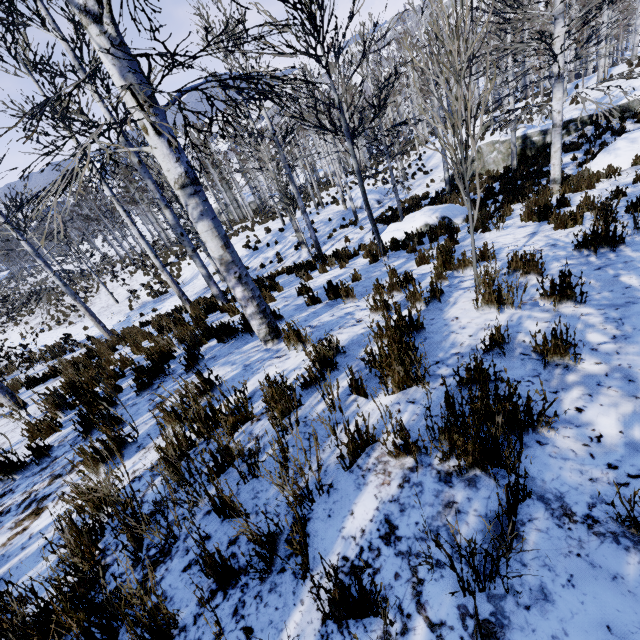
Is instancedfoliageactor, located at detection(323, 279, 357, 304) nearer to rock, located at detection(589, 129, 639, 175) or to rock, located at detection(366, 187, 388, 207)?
rock, located at detection(589, 129, 639, 175)

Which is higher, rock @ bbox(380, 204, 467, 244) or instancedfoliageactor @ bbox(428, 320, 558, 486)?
instancedfoliageactor @ bbox(428, 320, 558, 486)

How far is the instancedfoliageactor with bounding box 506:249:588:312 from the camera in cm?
289

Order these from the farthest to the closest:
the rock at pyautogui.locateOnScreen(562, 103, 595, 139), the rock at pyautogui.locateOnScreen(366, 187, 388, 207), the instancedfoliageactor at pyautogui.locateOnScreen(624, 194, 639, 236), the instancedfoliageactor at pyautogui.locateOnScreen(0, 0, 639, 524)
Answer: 1. the rock at pyautogui.locateOnScreen(366, 187, 388, 207)
2. the rock at pyautogui.locateOnScreen(562, 103, 595, 139)
3. the instancedfoliageactor at pyautogui.locateOnScreen(624, 194, 639, 236)
4. the instancedfoliageactor at pyautogui.locateOnScreen(0, 0, 639, 524)

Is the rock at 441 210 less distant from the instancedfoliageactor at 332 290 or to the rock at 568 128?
the instancedfoliageactor at 332 290

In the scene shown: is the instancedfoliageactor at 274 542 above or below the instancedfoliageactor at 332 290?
above

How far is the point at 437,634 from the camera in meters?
1.2 m

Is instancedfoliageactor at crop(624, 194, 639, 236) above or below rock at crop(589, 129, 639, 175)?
above
